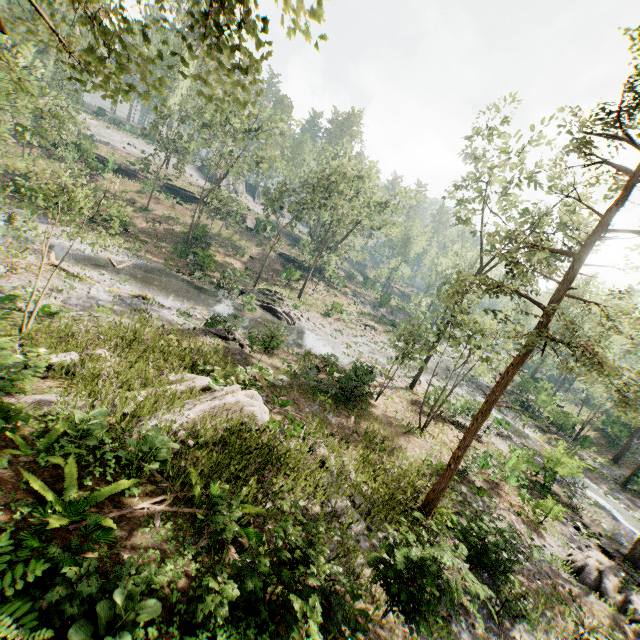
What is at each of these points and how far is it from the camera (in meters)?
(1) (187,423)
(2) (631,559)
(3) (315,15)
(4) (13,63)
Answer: (1) foliage, 9.52
(2) foliage, 16.17
(3) foliage, 3.14
(4) foliage, 4.52

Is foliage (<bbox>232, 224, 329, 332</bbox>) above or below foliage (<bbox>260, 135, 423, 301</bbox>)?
below

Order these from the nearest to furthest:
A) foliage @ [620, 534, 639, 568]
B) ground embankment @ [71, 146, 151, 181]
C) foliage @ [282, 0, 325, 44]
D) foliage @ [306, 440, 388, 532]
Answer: foliage @ [282, 0, 325, 44]
foliage @ [306, 440, 388, 532]
foliage @ [620, 534, 639, 568]
ground embankment @ [71, 146, 151, 181]

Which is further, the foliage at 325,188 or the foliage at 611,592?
the foliage at 325,188

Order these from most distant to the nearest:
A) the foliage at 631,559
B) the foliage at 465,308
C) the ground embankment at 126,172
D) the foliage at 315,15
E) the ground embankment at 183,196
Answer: the ground embankment at 183,196
the ground embankment at 126,172
the foliage at 631,559
the foliage at 465,308
the foliage at 315,15

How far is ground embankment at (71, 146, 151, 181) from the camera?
40.2 meters

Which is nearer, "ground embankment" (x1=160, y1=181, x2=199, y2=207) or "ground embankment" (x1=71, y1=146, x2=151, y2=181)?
"ground embankment" (x1=71, y1=146, x2=151, y2=181)

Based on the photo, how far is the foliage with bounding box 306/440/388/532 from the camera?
9.39m
